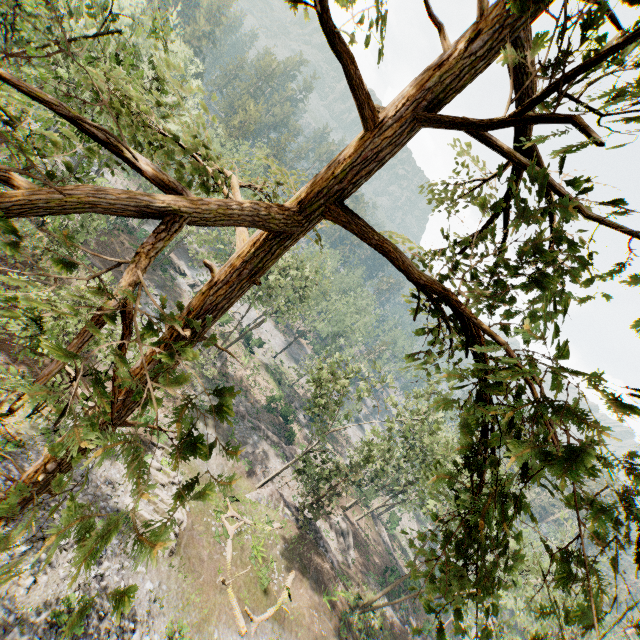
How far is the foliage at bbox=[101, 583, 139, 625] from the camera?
1.5 meters

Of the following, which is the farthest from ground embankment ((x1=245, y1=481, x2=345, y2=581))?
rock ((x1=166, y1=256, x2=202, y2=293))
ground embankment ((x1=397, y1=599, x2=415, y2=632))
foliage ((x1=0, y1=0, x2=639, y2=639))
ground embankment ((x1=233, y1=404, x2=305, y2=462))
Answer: rock ((x1=166, y1=256, x2=202, y2=293))

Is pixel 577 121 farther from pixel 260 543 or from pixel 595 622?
pixel 260 543

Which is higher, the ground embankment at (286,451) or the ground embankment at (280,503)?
the ground embankment at (280,503)

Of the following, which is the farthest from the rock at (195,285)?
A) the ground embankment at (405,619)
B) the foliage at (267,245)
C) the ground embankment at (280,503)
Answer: the ground embankment at (405,619)

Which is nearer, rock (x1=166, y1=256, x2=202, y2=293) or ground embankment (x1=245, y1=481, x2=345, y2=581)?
ground embankment (x1=245, y1=481, x2=345, y2=581)

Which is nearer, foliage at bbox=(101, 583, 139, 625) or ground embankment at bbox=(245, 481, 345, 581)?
foliage at bbox=(101, 583, 139, 625)

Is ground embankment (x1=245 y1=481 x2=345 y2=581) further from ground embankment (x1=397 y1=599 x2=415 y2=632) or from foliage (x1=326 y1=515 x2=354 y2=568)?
ground embankment (x1=397 y1=599 x2=415 y2=632)
